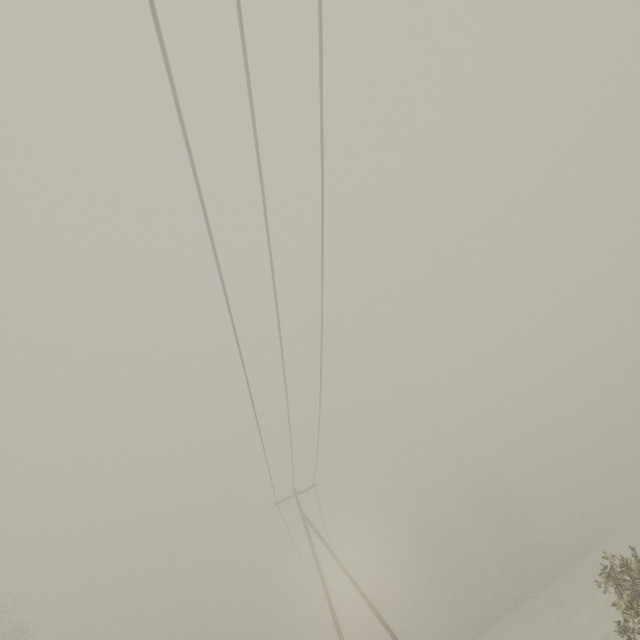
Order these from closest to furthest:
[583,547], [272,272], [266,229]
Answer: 1. [266,229]
2. [272,272]
3. [583,547]
